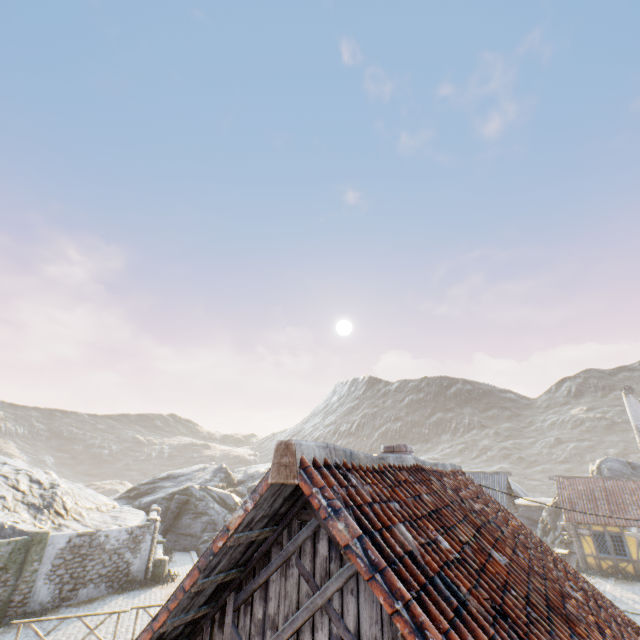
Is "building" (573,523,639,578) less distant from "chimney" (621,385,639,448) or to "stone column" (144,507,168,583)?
"chimney" (621,385,639,448)

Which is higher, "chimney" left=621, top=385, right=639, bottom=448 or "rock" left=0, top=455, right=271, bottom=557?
"chimney" left=621, top=385, right=639, bottom=448

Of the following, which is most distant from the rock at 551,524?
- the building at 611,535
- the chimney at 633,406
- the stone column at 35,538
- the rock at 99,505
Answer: the stone column at 35,538

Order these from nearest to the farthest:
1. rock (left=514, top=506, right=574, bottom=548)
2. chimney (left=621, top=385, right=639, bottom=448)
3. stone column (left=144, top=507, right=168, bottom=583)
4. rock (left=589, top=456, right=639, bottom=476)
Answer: A: stone column (left=144, top=507, right=168, bottom=583), chimney (left=621, top=385, right=639, bottom=448), rock (left=589, top=456, right=639, bottom=476), rock (left=514, top=506, right=574, bottom=548)

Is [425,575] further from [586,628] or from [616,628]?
[616,628]

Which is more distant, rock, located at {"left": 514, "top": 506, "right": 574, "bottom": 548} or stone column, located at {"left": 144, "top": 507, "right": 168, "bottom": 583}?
rock, located at {"left": 514, "top": 506, "right": 574, "bottom": 548}

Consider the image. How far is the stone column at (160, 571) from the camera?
18.5 meters

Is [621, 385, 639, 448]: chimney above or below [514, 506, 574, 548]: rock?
above
